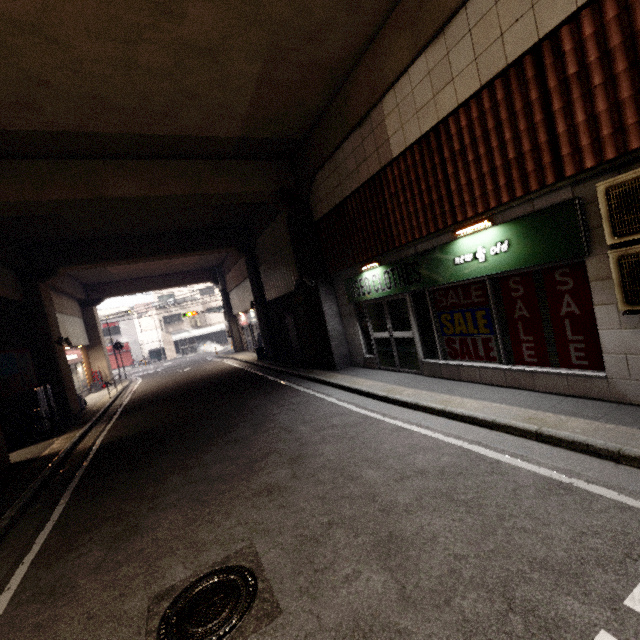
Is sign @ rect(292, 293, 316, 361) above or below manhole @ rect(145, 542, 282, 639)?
above

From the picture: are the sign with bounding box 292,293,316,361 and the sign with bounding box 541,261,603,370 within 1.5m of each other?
no

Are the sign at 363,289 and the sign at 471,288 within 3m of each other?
yes

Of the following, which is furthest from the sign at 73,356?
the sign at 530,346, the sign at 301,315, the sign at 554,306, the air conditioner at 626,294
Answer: the air conditioner at 626,294

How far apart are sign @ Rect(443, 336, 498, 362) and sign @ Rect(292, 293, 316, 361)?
5.74m

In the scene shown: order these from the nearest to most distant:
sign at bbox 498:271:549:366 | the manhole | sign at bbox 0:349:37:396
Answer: the manhole → sign at bbox 498:271:549:366 → sign at bbox 0:349:37:396

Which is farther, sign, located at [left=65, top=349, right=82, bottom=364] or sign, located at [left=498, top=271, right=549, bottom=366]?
sign, located at [left=65, top=349, right=82, bottom=364]

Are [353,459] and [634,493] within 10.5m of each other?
yes
